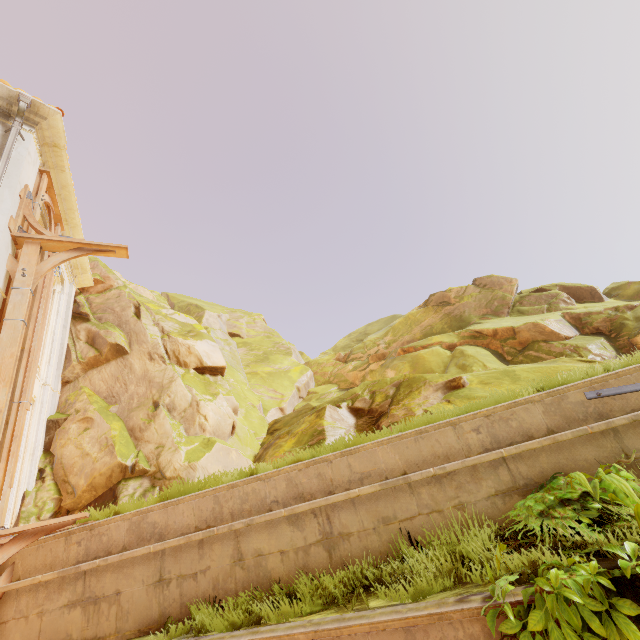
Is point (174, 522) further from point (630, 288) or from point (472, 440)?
point (630, 288)

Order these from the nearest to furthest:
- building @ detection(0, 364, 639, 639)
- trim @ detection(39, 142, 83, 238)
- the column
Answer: building @ detection(0, 364, 639, 639) → the column → trim @ detection(39, 142, 83, 238)

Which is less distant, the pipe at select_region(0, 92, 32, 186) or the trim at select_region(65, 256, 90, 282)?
the pipe at select_region(0, 92, 32, 186)

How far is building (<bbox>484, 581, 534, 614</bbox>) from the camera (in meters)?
2.56

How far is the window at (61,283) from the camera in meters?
8.9 m

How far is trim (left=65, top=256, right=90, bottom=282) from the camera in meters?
10.5 m

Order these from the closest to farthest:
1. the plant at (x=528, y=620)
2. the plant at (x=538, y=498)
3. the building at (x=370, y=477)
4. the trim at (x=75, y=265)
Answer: the plant at (x=528, y=620)
the plant at (x=538, y=498)
the building at (x=370, y=477)
the trim at (x=75, y=265)

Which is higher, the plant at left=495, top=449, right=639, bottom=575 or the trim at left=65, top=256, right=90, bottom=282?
the trim at left=65, top=256, right=90, bottom=282
